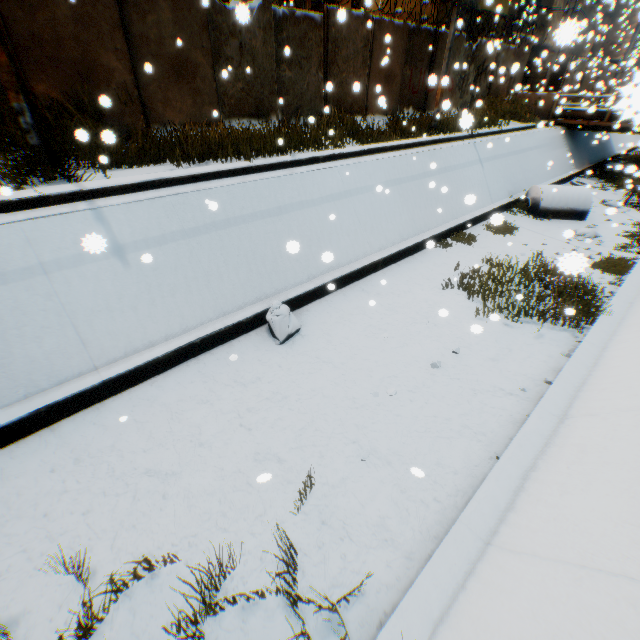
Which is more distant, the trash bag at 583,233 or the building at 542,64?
the building at 542,64

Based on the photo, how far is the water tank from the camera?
12.10m

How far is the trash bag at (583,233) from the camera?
10.7 meters

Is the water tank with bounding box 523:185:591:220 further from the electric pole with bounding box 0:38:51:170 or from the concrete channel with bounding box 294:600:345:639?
the electric pole with bounding box 0:38:51:170

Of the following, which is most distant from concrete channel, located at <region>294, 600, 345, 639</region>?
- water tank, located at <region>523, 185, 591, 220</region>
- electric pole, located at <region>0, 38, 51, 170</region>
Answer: electric pole, located at <region>0, 38, 51, 170</region>

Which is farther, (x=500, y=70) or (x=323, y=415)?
(x=500, y=70)

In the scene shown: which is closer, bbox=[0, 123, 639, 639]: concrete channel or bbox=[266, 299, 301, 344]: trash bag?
bbox=[0, 123, 639, 639]: concrete channel

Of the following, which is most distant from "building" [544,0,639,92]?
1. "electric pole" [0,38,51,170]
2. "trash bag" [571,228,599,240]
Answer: "electric pole" [0,38,51,170]
